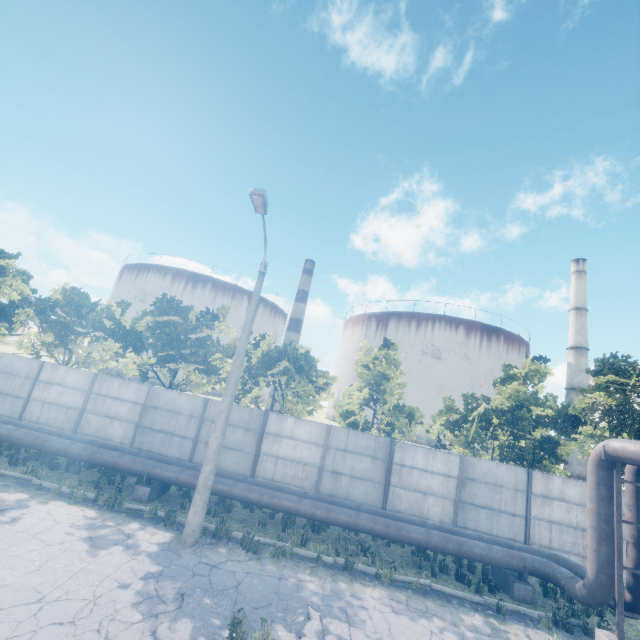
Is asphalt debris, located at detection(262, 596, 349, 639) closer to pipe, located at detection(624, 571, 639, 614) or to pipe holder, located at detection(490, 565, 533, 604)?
pipe, located at detection(624, 571, 639, 614)

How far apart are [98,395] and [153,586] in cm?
1100

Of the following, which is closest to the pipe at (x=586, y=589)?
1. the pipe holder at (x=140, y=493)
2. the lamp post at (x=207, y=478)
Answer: the pipe holder at (x=140, y=493)

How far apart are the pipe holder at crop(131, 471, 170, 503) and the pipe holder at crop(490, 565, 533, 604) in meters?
12.4 m

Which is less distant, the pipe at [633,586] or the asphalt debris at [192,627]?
the asphalt debris at [192,627]

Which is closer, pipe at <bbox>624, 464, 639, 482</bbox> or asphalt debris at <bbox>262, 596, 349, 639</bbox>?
asphalt debris at <bbox>262, 596, 349, 639</bbox>

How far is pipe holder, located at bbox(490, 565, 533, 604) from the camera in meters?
10.0 m
